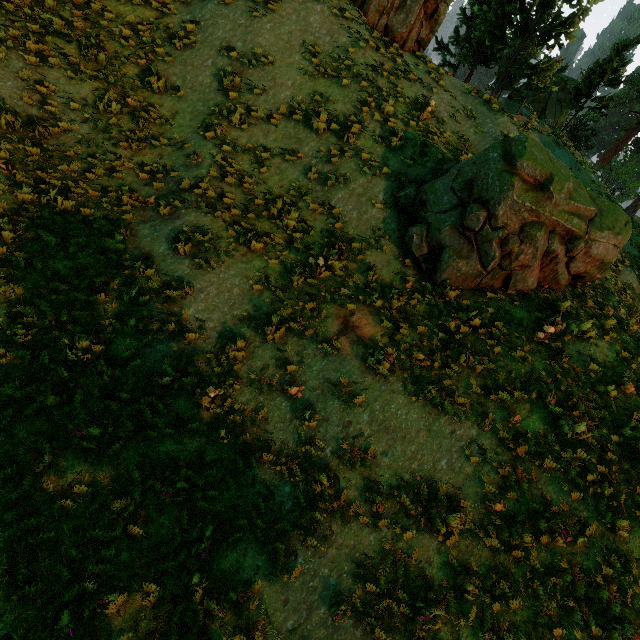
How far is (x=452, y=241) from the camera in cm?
880

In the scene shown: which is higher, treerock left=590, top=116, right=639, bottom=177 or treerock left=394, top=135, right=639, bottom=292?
treerock left=590, top=116, right=639, bottom=177

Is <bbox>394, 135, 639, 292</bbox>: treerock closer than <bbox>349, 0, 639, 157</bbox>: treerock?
Yes

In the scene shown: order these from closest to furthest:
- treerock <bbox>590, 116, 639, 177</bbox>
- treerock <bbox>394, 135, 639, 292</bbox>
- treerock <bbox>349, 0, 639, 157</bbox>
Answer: treerock <bbox>394, 135, 639, 292</bbox>, treerock <bbox>349, 0, 639, 157</bbox>, treerock <bbox>590, 116, 639, 177</bbox>

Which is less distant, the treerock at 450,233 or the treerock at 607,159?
the treerock at 450,233

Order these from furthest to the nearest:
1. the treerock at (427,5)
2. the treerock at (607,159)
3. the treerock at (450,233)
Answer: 1. the treerock at (607,159)
2. the treerock at (427,5)
3. the treerock at (450,233)
